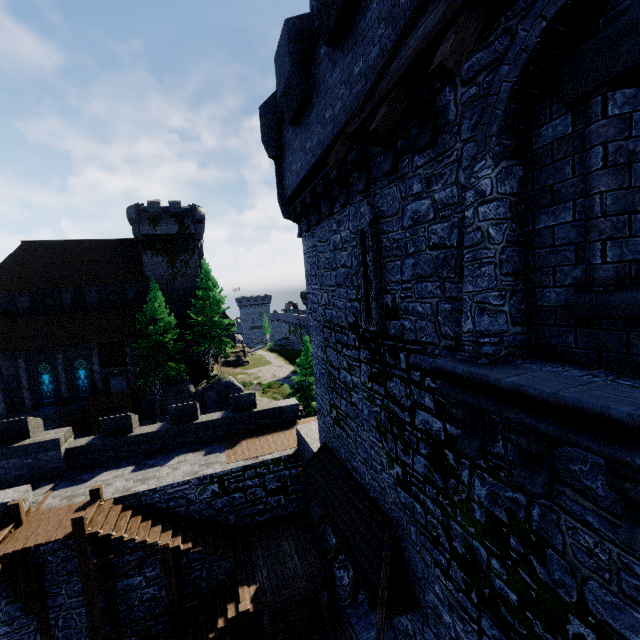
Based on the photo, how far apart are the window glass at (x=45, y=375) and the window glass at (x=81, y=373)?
1.5 meters

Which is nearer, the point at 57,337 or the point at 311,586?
the point at 311,586

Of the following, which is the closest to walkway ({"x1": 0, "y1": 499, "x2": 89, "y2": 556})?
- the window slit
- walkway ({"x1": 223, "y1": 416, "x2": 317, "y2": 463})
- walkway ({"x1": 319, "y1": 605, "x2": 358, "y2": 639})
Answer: walkway ({"x1": 223, "y1": 416, "x2": 317, "y2": 463})

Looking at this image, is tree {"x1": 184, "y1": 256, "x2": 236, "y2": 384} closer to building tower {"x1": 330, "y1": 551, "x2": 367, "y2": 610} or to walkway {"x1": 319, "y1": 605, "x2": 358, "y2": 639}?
building tower {"x1": 330, "y1": 551, "x2": 367, "y2": 610}

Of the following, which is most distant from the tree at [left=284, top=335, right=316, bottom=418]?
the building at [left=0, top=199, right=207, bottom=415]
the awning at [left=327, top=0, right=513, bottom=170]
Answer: the awning at [left=327, top=0, right=513, bottom=170]

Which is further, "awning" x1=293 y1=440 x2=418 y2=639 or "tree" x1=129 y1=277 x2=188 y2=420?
"tree" x1=129 y1=277 x2=188 y2=420

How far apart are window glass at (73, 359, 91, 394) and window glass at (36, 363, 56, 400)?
1.49m

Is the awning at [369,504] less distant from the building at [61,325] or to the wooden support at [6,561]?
the wooden support at [6,561]
